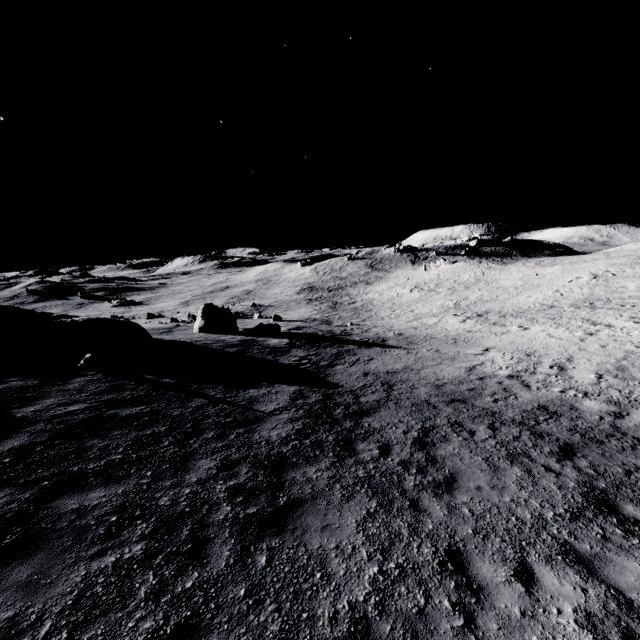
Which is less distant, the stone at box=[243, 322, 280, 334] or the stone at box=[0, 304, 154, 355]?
the stone at box=[0, 304, 154, 355]

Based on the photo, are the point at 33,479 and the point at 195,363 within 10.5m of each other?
yes

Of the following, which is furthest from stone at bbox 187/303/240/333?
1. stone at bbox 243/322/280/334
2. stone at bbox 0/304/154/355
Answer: stone at bbox 0/304/154/355

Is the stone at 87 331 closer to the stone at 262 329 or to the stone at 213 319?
the stone at 213 319

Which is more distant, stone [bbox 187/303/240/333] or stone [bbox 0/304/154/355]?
stone [bbox 187/303/240/333]

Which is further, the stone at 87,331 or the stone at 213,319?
the stone at 213,319

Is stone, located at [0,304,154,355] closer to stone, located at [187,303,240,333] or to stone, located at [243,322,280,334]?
stone, located at [187,303,240,333]

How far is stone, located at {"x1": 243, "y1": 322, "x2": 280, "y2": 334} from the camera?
26.9m
